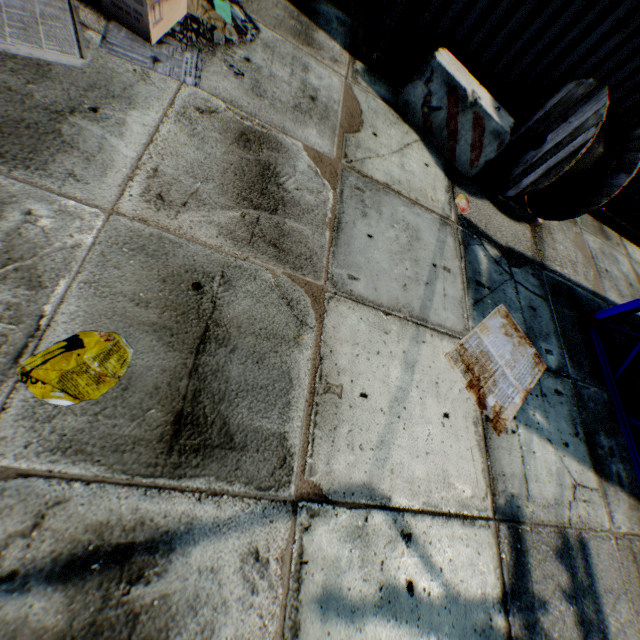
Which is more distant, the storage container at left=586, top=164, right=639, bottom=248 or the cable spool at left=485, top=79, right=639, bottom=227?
the storage container at left=586, top=164, right=639, bottom=248

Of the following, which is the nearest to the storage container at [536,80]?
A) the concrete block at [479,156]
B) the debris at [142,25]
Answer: the concrete block at [479,156]

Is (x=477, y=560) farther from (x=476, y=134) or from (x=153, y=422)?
(x=476, y=134)

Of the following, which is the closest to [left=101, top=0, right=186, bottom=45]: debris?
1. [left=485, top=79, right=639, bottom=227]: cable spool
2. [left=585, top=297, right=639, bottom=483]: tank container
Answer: [left=485, top=79, right=639, bottom=227]: cable spool

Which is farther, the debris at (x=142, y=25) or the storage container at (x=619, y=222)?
the storage container at (x=619, y=222)

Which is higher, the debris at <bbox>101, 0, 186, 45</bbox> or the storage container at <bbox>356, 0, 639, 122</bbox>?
the storage container at <bbox>356, 0, 639, 122</bbox>

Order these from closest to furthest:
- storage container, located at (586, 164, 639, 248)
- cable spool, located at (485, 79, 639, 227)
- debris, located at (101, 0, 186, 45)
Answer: debris, located at (101, 0, 186, 45) < cable spool, located at (485, 79, 639, 227) < storage container, located at (586, 164, 639, 248)

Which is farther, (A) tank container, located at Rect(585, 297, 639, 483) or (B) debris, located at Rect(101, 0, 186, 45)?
(A) tank container, located at Rect(585, 297, 639, 483)
